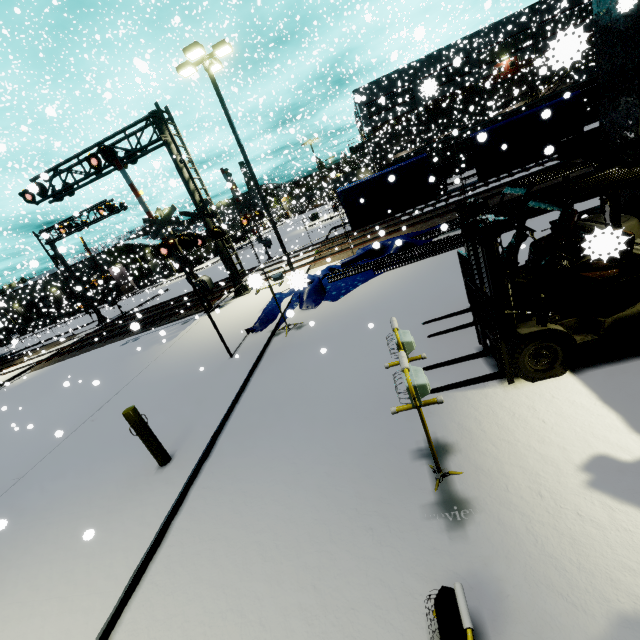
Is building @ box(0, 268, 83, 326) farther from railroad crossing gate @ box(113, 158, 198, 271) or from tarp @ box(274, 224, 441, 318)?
railroad crossing gate @ box(113, 158, 198, 271)

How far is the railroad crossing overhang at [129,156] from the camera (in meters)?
14.05

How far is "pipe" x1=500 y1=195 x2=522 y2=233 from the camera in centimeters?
1059cm

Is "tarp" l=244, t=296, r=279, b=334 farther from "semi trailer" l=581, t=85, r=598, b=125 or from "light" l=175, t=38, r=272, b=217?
"light" l=175, t=38, r=272, b=217

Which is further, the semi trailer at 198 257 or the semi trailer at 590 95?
the semi trailer at 198 257

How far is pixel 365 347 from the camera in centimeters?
691cm

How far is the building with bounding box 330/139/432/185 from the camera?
48.9m

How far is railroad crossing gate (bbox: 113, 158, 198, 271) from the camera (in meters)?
14.02
